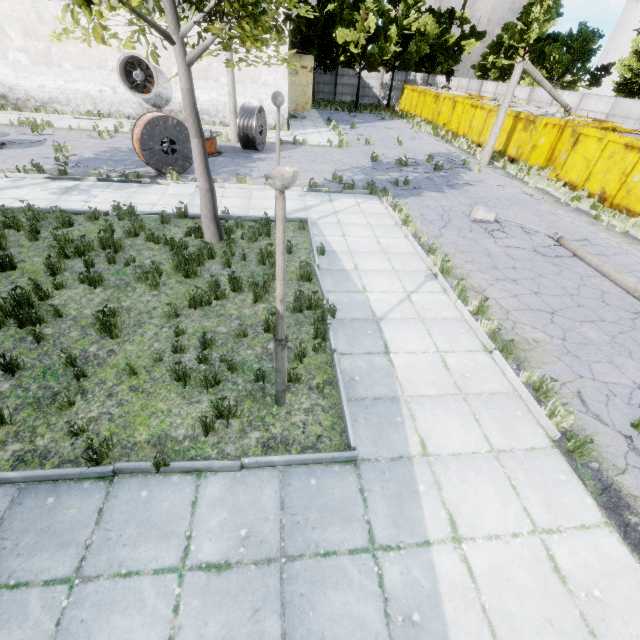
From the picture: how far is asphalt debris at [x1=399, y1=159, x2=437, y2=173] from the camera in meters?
16.5

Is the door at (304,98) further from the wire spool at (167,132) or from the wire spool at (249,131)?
the wire spool at (167,132)

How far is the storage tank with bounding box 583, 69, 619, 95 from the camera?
49.5m

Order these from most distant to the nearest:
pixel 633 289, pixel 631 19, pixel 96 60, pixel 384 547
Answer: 1. pixel 631 19
2. pixel 96 60
3. pixel 633 289
4. pixel 384 547

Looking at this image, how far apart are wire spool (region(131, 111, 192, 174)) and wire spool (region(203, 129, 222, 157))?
1.7 meters

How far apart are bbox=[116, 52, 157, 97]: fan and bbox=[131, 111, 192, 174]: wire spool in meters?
10.2 m

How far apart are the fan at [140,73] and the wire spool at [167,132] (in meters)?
10.18

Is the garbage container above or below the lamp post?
above
